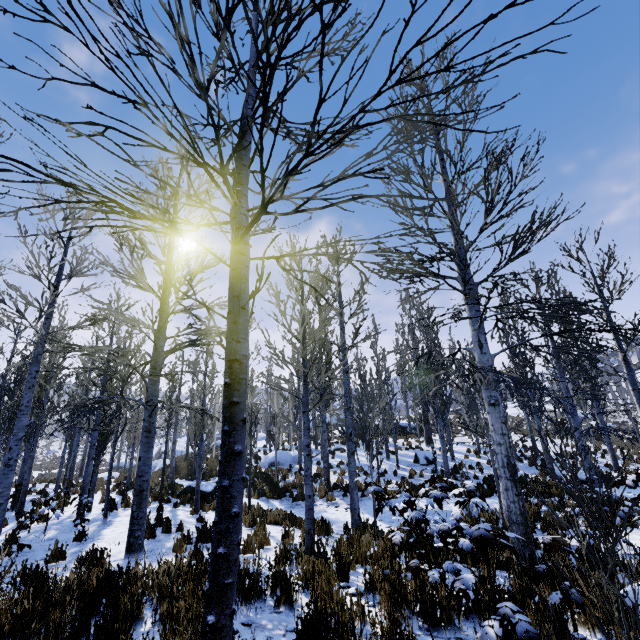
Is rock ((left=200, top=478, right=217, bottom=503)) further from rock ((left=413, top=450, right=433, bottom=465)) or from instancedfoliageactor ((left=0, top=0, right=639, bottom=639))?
rock ((left=413, top=450, right=433, bottom=465))

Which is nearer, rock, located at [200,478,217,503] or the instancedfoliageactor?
the instancedfoliageactor

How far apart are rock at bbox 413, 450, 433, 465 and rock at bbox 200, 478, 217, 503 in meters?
11.8

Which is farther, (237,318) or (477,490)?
(477,490)

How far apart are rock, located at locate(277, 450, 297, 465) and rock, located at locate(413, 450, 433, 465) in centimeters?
776cm

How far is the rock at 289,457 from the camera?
22.06m

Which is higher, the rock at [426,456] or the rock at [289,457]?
the rock at [289,457]

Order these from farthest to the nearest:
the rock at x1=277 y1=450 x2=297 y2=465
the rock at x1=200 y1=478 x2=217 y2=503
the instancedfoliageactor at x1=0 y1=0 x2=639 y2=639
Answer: the rock at x1=277 y1=450 x2=297 y2=465, the rock at x1=200 y1=478 x2=217 y2=503, the instancedfoliageactor at x1=0 y1=0 x2=639 y2=639
